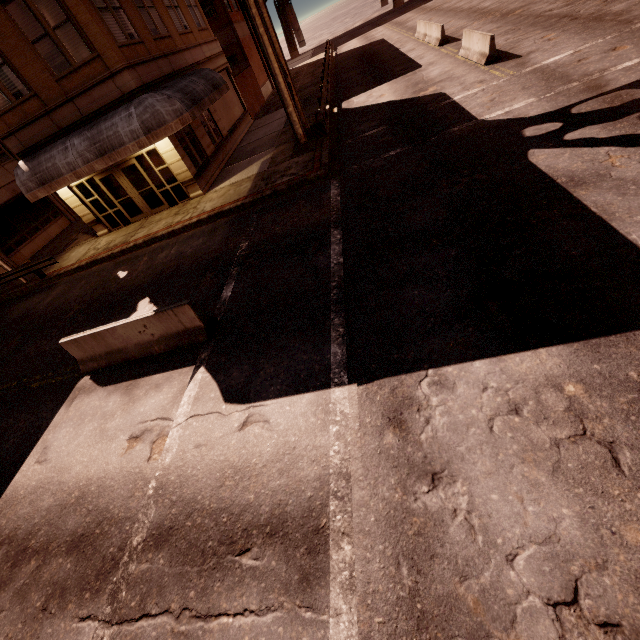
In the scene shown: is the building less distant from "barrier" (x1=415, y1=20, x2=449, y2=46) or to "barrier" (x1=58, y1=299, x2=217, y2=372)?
"barrier" (x1=58, y1=299, x2=217, y2=372)

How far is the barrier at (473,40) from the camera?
13.8m

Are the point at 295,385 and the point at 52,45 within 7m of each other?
no

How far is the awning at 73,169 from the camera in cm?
1273

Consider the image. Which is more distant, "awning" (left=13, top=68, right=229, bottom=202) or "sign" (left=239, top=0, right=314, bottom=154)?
"awning" (left=13, top=68, right=229, bottom=202)

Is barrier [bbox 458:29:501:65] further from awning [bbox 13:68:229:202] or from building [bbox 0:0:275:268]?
building [bbox 0:0:275:268]

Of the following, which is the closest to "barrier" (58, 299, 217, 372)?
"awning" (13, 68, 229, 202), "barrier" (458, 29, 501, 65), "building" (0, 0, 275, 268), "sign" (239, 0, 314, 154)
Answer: "awning" (13, 68, 229, 202)

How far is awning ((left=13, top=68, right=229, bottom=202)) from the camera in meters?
12.7
